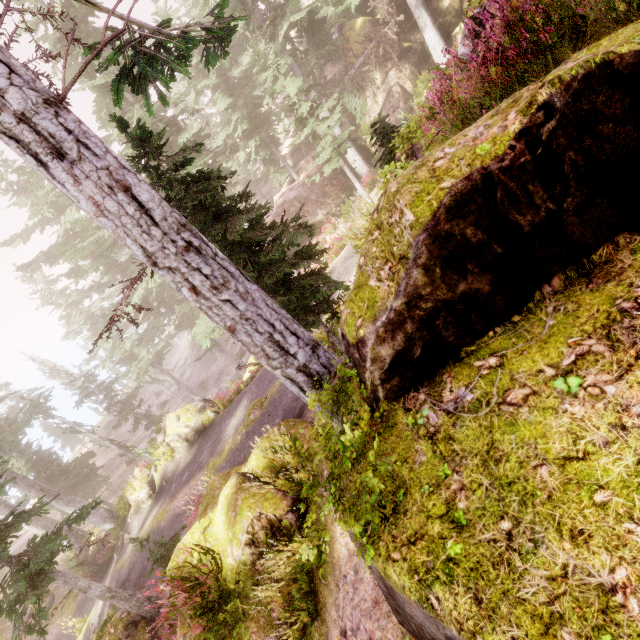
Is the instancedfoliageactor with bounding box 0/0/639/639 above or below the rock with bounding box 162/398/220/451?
above

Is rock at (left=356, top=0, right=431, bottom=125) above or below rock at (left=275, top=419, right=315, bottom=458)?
above

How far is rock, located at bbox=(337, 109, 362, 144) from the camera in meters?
24.5

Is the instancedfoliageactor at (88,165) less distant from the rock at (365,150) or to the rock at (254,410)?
the rock at (365,150)

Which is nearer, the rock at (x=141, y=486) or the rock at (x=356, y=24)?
the rock at (x=141, y=486)

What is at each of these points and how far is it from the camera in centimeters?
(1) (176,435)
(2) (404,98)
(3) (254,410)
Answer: (1) rock, 1895cm
(2) rock, 2161cm
(3) rock, 1372cm

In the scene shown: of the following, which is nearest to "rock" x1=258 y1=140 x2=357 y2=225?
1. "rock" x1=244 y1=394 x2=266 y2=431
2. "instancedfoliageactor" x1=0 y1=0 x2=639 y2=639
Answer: "instancedfoliageactor" x1=0 y1=0 x2=639 y2=639
